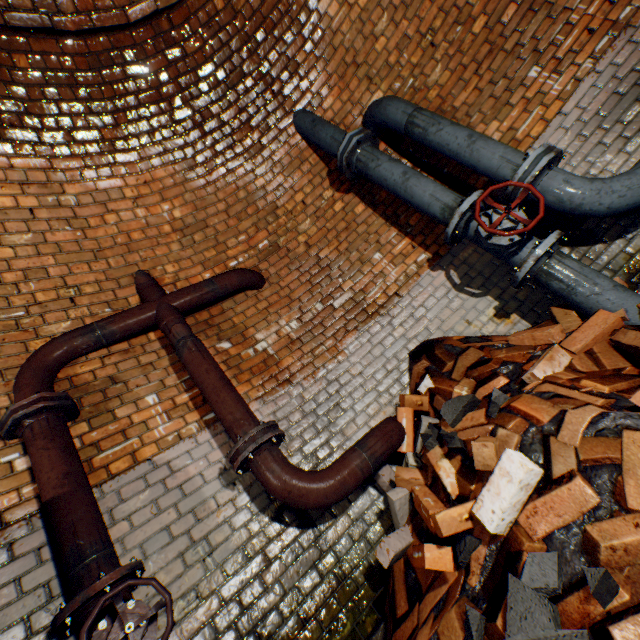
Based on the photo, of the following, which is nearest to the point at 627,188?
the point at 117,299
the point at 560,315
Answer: the point at 560,315

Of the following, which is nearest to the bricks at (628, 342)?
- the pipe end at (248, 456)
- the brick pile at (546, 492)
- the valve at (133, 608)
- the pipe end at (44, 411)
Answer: the brick pile at (546, 492)

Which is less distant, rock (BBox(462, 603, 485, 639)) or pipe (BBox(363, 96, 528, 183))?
rock (BBox(462, 603, 485, 639))

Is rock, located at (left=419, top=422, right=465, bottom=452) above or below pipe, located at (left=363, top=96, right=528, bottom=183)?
below

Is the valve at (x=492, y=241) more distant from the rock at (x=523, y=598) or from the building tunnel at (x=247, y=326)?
the rock at (x=523, y=598)

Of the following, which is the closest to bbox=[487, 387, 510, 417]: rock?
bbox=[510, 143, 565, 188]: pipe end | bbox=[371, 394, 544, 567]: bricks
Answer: bbox=[371, 394, 544, 567]: bricks

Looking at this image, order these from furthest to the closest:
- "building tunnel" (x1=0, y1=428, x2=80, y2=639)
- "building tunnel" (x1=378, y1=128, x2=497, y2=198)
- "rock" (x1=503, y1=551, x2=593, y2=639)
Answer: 1. "building tunnel" (x1=378, y1=128, x2=497, y2=198)
2. "building tunnel" (x1=0, y1=428, x2=80, y2=639)
3. "rock" (x1=503, y1=551, x2=593, y2=639)

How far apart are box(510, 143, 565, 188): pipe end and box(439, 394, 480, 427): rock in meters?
1.6 m
